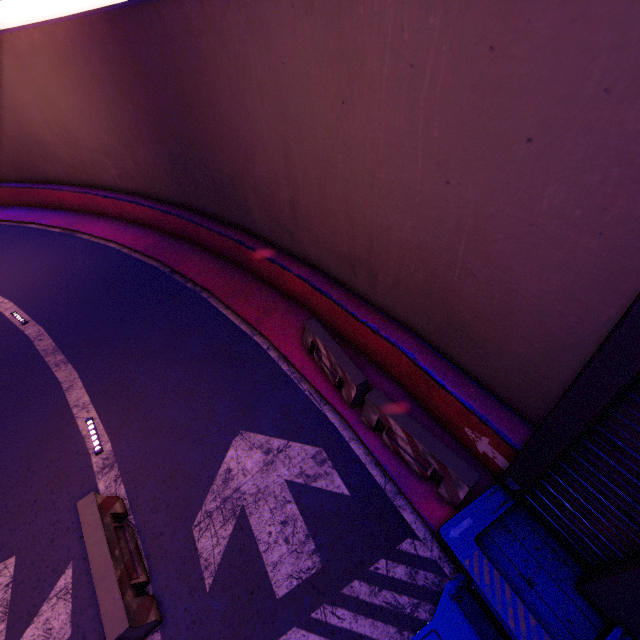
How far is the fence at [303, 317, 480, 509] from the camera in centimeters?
574cm

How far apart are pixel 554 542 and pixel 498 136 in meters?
6.5 m

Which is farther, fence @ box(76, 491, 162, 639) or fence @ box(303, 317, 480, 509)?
fence @ box(303, 317, 480, 509)

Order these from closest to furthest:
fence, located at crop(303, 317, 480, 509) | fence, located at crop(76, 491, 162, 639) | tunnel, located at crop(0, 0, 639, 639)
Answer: tunnel, located at crop(0, 0, 639, 639), fence, located at crop(76, 491, 162, 639), fence, located at crop(303, 317, 480, 509)

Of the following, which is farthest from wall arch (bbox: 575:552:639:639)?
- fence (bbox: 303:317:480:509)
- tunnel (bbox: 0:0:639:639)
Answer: fence (bbox: 303:317:480:509)

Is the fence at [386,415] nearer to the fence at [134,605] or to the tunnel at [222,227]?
the tunnel at [222,227]

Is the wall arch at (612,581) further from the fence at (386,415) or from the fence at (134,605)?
the fence at (134,605)

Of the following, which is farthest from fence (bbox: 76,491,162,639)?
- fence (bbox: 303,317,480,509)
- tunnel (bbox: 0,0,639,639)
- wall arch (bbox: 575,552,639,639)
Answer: wall arch (bbox: 575,552,639,639)
